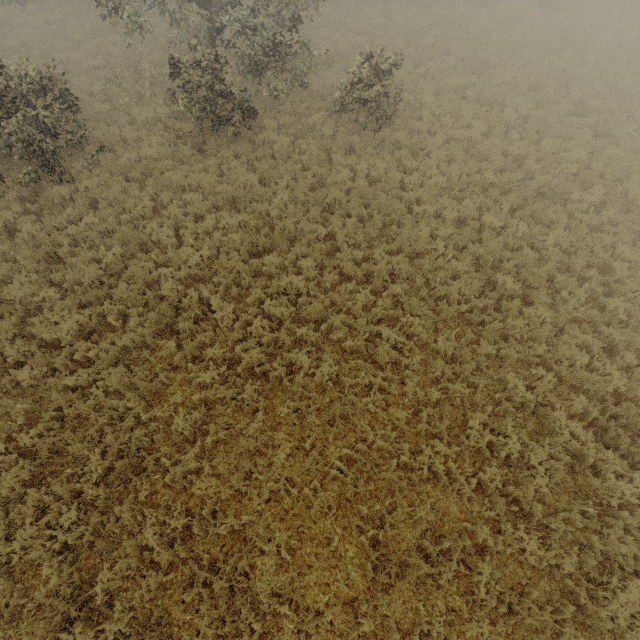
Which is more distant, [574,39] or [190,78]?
[574,39]
